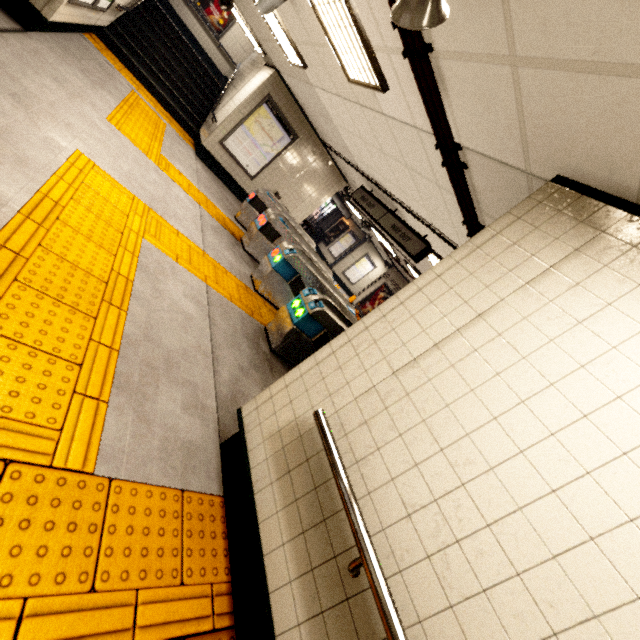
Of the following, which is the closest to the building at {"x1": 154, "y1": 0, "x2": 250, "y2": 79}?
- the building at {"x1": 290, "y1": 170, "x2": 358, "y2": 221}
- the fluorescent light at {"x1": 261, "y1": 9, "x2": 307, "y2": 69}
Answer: the building at {"x1": 290, "y1": 170, "x2": 358, "y2": 221}

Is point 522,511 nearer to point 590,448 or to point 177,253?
point 590,448

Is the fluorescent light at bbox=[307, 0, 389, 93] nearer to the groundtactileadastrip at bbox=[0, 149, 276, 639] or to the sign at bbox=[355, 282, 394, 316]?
the groundtactileadastrip at bbox=[0, 149, 276, 639]

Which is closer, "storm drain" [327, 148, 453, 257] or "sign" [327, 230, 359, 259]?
"storm drain" [327, 148, 453, 257]

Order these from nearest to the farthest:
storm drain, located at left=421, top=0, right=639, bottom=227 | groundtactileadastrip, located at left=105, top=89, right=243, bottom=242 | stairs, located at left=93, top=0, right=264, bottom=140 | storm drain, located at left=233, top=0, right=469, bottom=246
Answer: storm drain, located at left=421, top=0, right=639, bottom=227
storm drain, located at left=233, top=0, right=469, bottom=246
groundtactileadastrip, located at left=105, top=89, right=243, bottom=242
stairs, located at left=93, top=0, right=264, bottom=140

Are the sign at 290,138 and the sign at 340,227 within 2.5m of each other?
no

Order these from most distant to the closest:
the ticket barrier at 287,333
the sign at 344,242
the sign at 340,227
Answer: the sign at 340,227 < the sign at 344,242 < the ticket barrier at 287,333

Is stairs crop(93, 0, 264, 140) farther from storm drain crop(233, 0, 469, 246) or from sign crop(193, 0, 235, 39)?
sign crop(193, 0, 235, 39)
